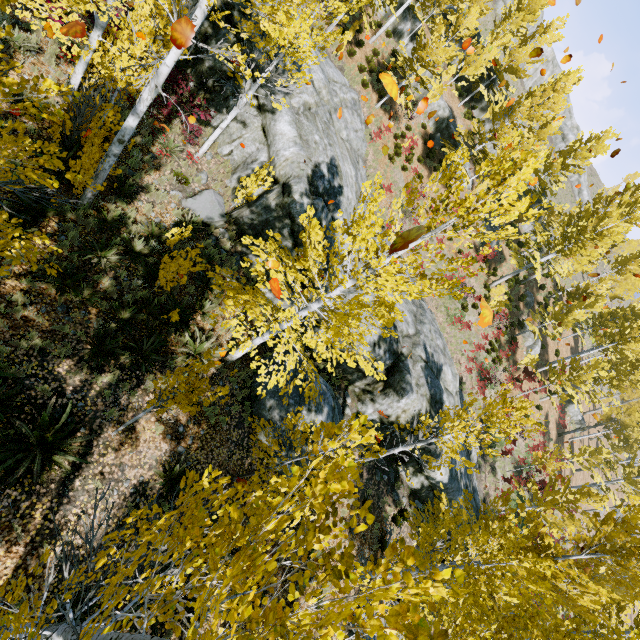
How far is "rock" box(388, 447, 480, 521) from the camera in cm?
1509

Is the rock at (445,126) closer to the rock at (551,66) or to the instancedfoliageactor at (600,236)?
the instancedfoliageactor at (600,236)

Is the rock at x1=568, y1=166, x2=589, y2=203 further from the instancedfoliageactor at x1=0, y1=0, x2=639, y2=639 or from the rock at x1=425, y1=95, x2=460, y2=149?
the rock at x1=425, y1=95, x2=460, y2=149

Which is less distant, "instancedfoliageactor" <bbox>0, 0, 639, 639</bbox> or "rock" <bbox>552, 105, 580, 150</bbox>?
"instancedfoliageactor" <bbox>0, 0, 639, 639</bbox>

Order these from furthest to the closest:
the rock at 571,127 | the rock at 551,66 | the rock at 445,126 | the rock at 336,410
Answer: the rock at 571,127 → the rock at 551,66 → the rock at 445,126 → the rock at 336,410

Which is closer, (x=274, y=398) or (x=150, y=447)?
(x=150, y=447)

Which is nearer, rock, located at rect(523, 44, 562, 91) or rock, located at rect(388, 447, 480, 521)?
rock, located at rect(388, 447, 480, 521)
